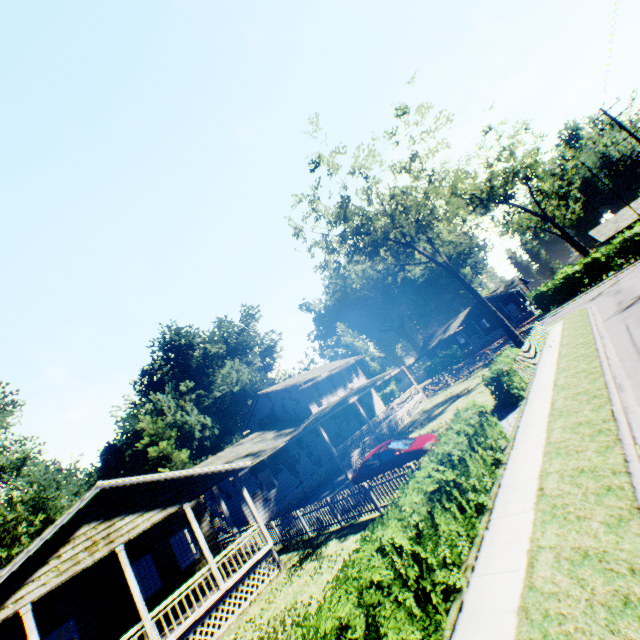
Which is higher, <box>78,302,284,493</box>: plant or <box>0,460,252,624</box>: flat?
<box>78,302,284,493</box>: plant

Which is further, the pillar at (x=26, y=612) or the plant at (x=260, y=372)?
the plant at (x=260, y=372)

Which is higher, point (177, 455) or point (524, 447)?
point (177, 455)

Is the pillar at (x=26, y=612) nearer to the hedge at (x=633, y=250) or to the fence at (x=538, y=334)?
the fence at (x=538, y=334)

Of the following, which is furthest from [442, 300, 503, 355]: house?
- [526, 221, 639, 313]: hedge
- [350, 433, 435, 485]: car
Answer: [350, 433, 435, 485]: car

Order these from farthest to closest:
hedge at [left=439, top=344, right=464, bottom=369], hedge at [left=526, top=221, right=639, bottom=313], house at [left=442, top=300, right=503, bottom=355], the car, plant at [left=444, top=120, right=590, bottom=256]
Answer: house at [left=442, top=300, right=503, bottom=355]
hedge at [left=439, top=344, right=464, bottom=369]
plant at [left=444, top=120, right=590, bottom=256]
hedge at [left=526, top=221, right=639, bottom=313]
the car

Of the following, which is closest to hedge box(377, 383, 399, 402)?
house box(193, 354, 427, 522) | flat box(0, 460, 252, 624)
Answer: house box(193, 354, 427, 522)

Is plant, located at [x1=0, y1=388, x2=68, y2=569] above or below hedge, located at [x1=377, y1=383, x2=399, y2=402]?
above
